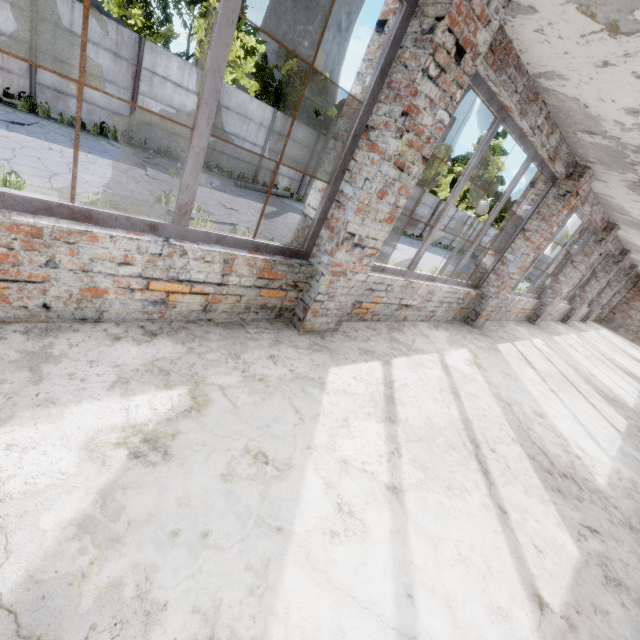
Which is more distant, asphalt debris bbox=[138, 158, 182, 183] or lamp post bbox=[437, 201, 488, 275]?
asphalt debris bbox=[138, 158, 182, 183]

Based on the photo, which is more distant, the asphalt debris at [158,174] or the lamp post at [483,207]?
the asphalt debris at [158,174]

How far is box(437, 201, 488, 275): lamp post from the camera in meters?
7.7 m

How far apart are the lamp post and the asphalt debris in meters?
9.0

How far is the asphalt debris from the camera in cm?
1065

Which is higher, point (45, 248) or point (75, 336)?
point (45, 248)

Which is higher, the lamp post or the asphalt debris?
the lamp post

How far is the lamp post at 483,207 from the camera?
7.7 meters
